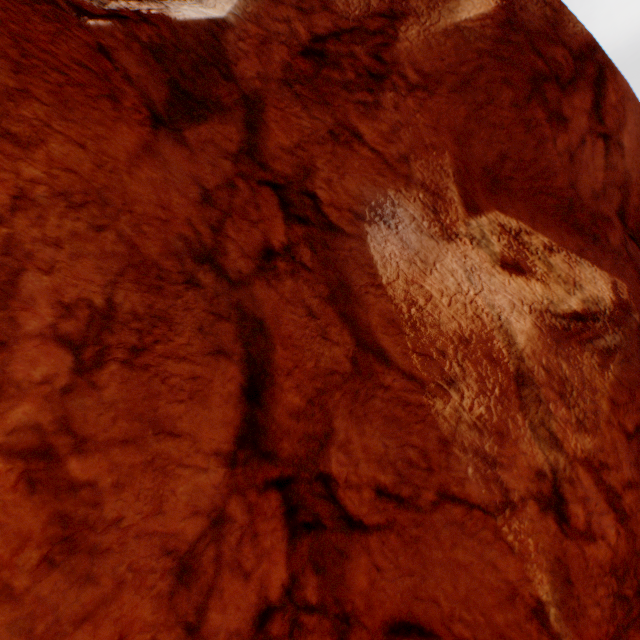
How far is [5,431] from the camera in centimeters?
139cm
